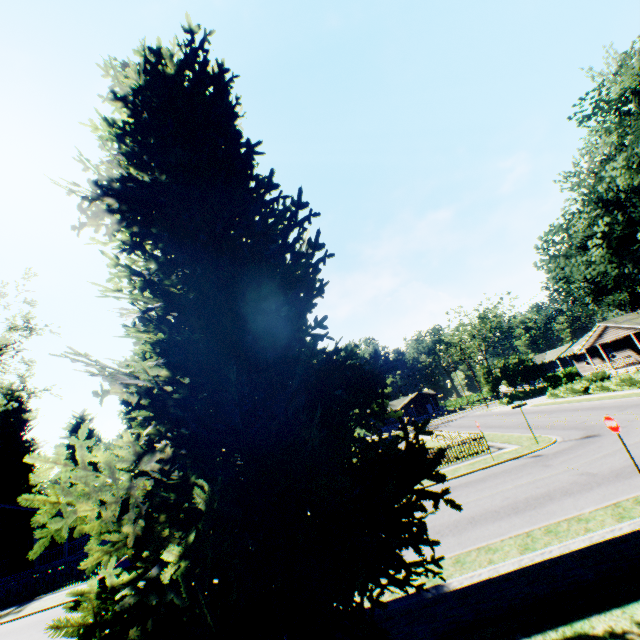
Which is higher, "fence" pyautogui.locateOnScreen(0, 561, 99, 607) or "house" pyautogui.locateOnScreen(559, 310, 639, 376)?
"house" pyautogui.locateOnScreen(559, 310, 639, 376)

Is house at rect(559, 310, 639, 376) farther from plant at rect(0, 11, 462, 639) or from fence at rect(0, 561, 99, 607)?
fence at rect(0, 561, 99, 607)

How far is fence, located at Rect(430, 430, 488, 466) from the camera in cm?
2119

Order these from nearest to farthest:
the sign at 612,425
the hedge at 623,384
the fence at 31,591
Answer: the sign at 612,425, the fence at 31,591, the hedge at 623,384

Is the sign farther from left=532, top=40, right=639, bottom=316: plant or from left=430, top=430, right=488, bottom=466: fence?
left=430, top=430, right=488, bottom=466: fence

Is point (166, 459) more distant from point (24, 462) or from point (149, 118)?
point (24, 462)

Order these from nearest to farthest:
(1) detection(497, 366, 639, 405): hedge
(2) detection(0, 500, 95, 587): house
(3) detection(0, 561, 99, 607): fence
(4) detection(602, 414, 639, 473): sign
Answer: (4) detection(602, 414, 639, 473): sign
(3) detection(0, 561, 99, 607): fence
(2) detection(0, 500, 95, 587): house
(1) detection(497, 366, 639, 405): hedge

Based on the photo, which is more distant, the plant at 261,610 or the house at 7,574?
the house at 7,574
